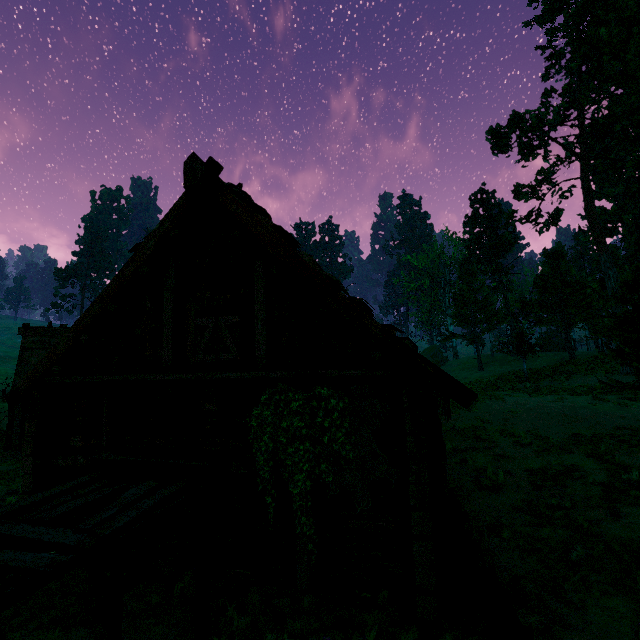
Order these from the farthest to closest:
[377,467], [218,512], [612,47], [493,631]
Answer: [612,47] → [218,512] → [377,467] → [493,631]

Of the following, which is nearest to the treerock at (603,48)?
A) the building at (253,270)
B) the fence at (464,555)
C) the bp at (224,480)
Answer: the building at (253,270)

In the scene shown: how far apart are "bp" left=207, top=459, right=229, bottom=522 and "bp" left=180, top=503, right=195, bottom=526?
0.15m

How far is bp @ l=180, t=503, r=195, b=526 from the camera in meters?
5.8

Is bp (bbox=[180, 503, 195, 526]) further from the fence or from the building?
the fence

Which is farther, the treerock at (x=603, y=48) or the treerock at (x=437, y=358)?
the treerock at (x=437, y=358)

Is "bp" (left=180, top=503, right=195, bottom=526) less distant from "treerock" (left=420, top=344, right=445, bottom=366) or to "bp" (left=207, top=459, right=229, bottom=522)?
"bp" (left=207, top=459, right=229, bottom=522)

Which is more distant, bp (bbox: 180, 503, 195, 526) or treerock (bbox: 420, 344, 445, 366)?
treerock (bbox: 420, 344, 445, 366)
